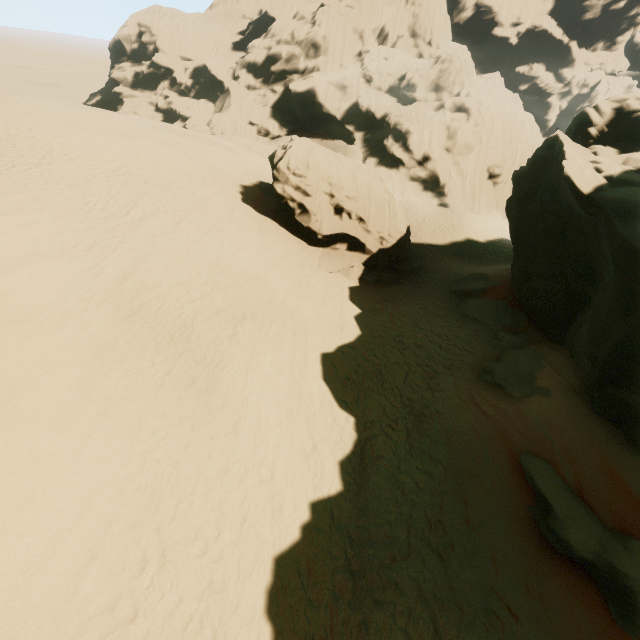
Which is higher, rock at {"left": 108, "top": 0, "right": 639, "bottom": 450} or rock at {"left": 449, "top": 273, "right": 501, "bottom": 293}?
rock at {"left": 108, "top": 0, "right": 639, "bottom": 450}

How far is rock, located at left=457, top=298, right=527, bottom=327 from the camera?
16.4m

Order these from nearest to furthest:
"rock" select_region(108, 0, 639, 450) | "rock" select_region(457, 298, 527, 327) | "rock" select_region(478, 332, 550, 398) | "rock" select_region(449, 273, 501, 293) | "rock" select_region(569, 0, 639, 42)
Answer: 1. "rock" select_region(108, 0, 639, 450)
2. "rock" select_region(478, 332, 550, 398)
3. "rock" select_region(457, 298, 527, 327)
4. "rock" select_region(449, 273, 501, 293)
5. "rock" select_region(569, 0, 639, 42)

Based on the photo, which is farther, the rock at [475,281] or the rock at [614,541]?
the rock at [475,281]

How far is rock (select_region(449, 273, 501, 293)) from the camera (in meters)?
18.95

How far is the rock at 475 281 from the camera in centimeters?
1895cm

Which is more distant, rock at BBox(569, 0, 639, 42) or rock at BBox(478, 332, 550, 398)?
rock at BBox(569, 0, 639, 42)

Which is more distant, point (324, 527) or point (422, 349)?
point (422, 349)
